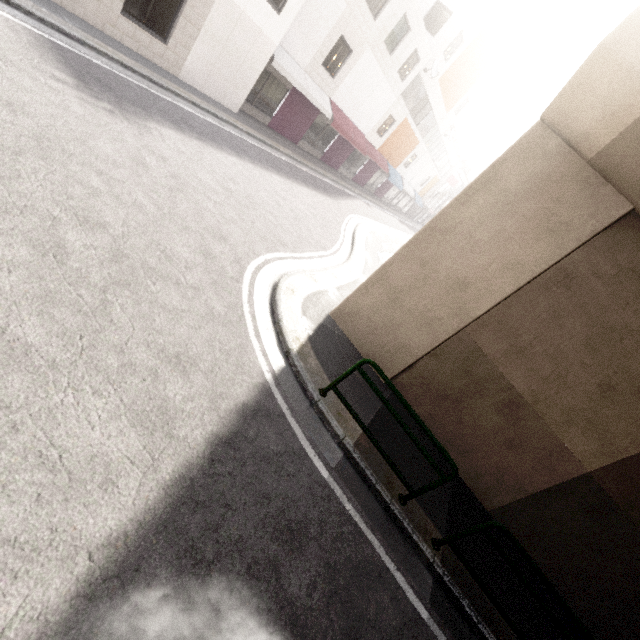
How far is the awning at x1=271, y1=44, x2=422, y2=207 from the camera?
13.74m

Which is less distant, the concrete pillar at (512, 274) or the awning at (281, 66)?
the concrete pillar at (512, 274)

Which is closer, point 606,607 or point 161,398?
point 161,398

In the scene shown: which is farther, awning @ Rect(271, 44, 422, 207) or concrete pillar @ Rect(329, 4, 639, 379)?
awning @ Rect(271, 44, 422, 207)

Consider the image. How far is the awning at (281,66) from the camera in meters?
13.7 m
